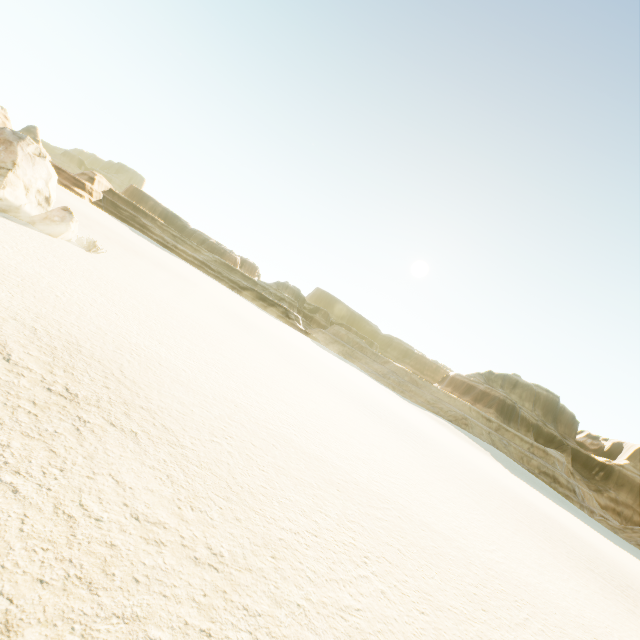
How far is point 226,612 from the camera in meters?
3.5 m
